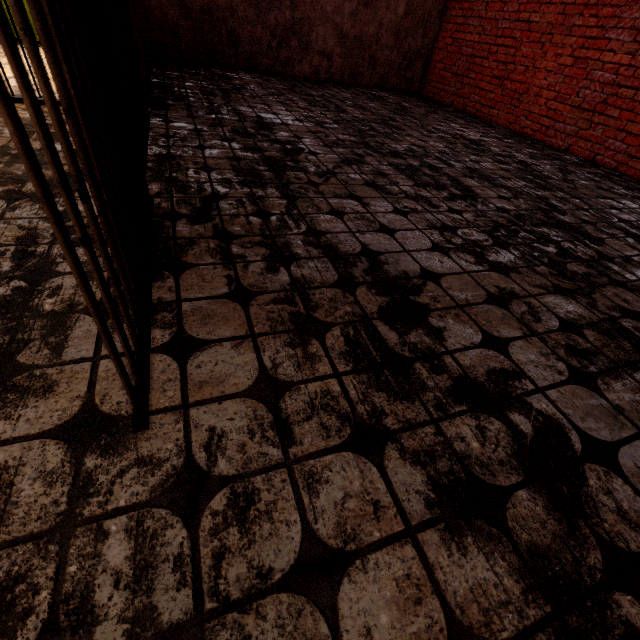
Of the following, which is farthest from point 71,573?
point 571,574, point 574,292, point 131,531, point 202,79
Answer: point 202,79

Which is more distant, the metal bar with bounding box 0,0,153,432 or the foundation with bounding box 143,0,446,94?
the foundation with bounding box 143,0,446,94

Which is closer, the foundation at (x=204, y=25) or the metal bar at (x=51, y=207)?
the metal bar at (x=51, y=207)
